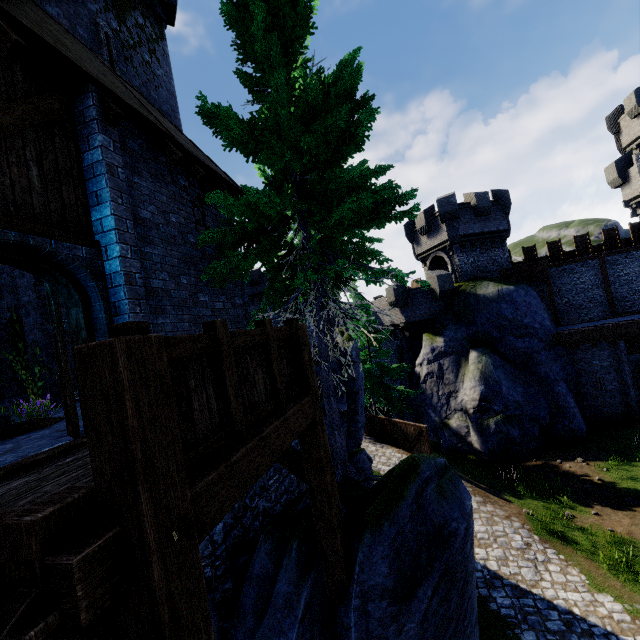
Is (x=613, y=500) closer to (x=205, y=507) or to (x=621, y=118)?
(x=205, y=507)

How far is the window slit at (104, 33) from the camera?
10.4 meters

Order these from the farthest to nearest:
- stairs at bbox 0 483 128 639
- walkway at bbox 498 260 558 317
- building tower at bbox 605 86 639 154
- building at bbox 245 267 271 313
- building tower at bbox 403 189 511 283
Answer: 1. building at bbox 245 267 271 313
2. building tower at bbox 605 86 639 154
3. building tower at bbox 403 189 511 283
4. walkway at bbox 498 260 558 317
5. stairs at bbox 0 483 128 639

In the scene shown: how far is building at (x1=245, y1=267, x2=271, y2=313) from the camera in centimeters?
3741cm

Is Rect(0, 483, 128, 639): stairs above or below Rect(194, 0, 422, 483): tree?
below

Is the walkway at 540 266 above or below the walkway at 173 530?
above

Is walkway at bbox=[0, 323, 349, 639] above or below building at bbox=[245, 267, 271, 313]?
below

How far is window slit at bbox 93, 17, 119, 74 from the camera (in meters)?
10.42
